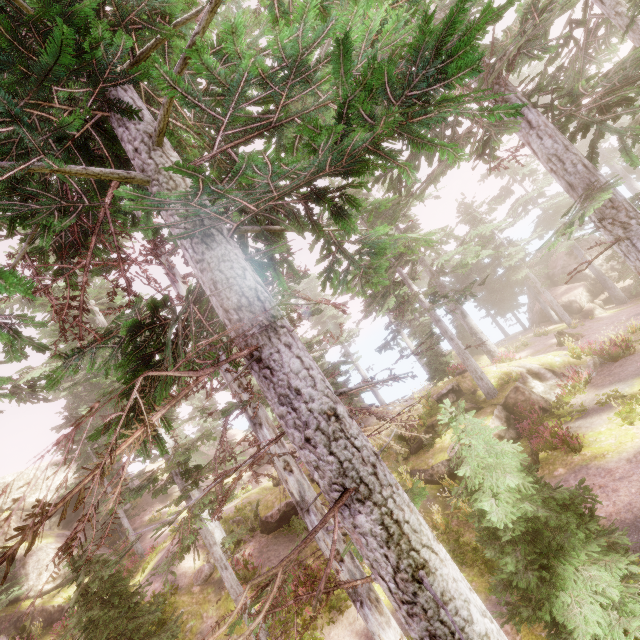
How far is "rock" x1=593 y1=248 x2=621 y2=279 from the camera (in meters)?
31.48

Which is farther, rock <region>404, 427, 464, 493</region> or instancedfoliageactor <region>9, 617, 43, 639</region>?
instancedfoliageactor <region>9, 617, 43, 639</region>

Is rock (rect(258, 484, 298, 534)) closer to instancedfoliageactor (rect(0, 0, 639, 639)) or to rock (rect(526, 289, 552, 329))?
instancedfoliageactor (rect(0, 0, 639, 639))

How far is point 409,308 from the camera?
29.03m

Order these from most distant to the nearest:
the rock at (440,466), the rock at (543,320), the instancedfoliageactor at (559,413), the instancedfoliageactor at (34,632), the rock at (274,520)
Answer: the rock at (543,320) → the instancedfoliageactor at (34,632) → the rock at (274,520) → the rock at (440,466) → the instancedfoliageactor at (559,413)

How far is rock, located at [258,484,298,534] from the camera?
15.2 meters

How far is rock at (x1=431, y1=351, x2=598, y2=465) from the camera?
14.42m

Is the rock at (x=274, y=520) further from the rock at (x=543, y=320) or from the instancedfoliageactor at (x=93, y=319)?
the rock at (x=543, y=320)
